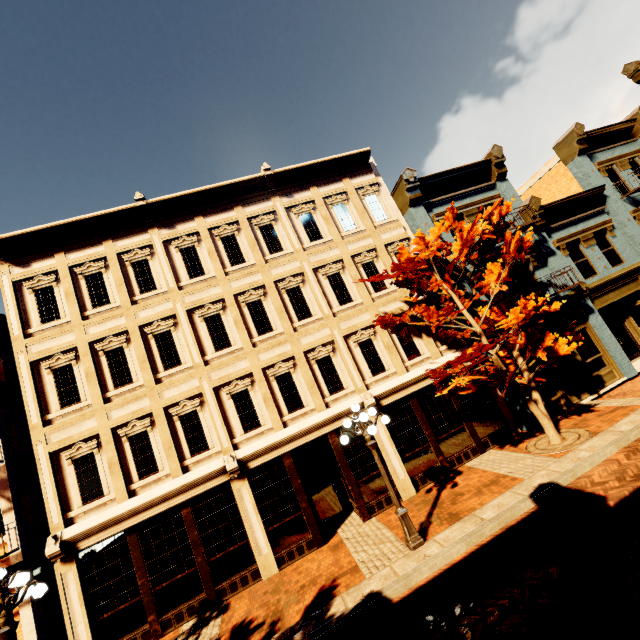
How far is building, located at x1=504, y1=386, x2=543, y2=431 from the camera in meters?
11.7 m

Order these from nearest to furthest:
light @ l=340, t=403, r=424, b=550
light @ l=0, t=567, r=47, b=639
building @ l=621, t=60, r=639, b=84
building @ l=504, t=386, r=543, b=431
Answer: light @ l=0, t=567, r=47, b=639, light @ l=340, t=403, r=424, b=550, building @ l=504, t=386, r=543, b=431, building @ l=621, t=60, r=639, b=84

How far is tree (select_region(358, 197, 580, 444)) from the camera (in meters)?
9.28

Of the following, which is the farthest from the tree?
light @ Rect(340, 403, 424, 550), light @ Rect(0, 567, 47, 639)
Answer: light @ Rect(0, 567, 47, 639)

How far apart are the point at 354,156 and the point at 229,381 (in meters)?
10.98

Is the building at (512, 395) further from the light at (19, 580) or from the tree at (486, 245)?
the light at (19, 580)

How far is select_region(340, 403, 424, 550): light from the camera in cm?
789

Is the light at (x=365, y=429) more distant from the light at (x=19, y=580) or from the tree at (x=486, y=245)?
the light at (x=19, y=580)
